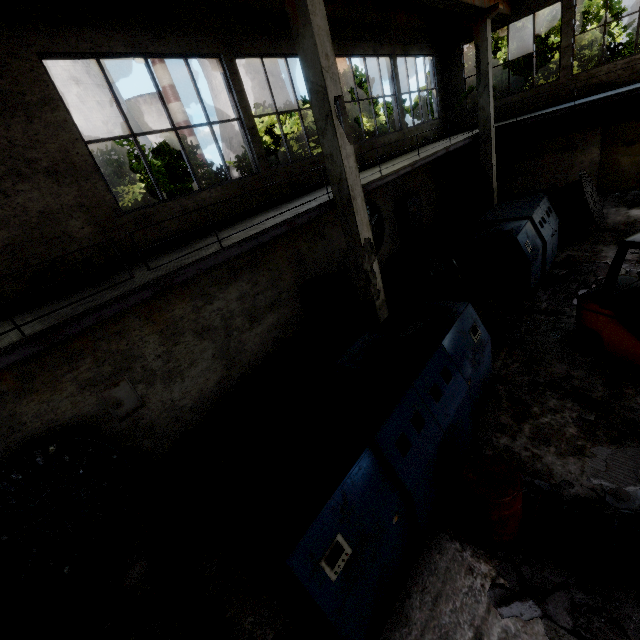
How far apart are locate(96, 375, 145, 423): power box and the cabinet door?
5.9m

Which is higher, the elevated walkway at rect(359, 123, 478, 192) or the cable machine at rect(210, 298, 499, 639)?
the elevated walkway at rect(359, 123, 478, 192)

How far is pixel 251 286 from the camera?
8.7m

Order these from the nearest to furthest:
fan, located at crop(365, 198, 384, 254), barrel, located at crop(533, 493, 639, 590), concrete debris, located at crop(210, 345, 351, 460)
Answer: barrel, located at crop(533, 493, 639, 590), concrete debris, located at crop(210, 345, 351, 460), fan, located at crop(365, 198, 384, 254)

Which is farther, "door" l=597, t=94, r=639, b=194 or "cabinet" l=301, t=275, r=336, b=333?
"door" l=597, t=94, r=639, b=194

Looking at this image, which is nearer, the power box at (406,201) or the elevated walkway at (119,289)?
the elevated walkway at (119,289)

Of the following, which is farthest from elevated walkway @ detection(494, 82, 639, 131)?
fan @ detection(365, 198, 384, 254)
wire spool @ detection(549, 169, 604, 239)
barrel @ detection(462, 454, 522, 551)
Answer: barrel @ detection(462, 454, 522, 551)

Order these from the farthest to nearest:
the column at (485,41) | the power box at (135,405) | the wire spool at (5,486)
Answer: the column at (485,41), the power box at (135,405), the wire spool at (5,486)
